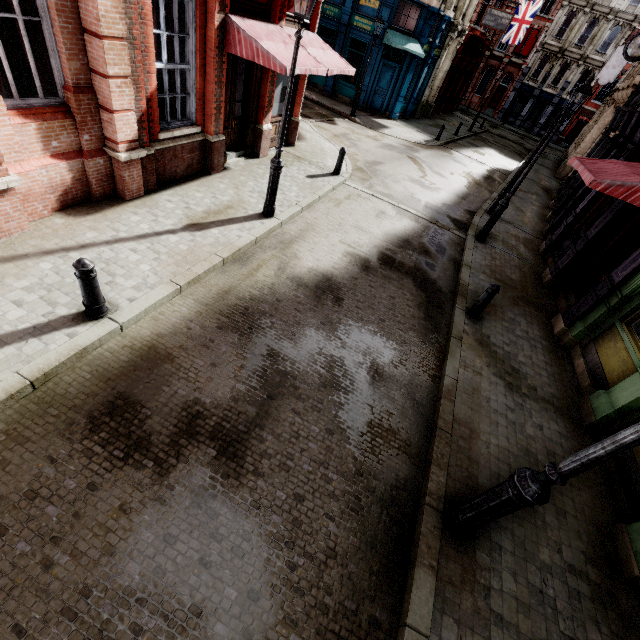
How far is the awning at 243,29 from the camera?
7.34m

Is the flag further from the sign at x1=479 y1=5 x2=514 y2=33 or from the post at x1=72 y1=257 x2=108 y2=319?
the post at x1=72 y1=257 x2=108 y2=319

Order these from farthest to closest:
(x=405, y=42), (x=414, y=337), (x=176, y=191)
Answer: (x=405, y=42) < (x=176, y=191) < (x=414, y=337)

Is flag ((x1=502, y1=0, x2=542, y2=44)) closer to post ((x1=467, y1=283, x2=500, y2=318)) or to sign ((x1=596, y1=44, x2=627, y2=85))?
sign ((x1=596, y1=44, x2=627, y2=85))

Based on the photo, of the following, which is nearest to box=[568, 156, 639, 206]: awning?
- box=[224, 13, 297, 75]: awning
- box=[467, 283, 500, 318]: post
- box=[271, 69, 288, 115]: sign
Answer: box=[467, 283, 500, 318]: post

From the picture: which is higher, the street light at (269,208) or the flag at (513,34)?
the flag at (513,34)

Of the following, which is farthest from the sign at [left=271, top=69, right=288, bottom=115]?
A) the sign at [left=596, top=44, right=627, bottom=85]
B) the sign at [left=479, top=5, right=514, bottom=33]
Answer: the sign at [left=596, top=44, right=627, bottom=85]

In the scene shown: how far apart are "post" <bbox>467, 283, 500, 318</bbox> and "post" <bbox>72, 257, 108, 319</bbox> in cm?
735
